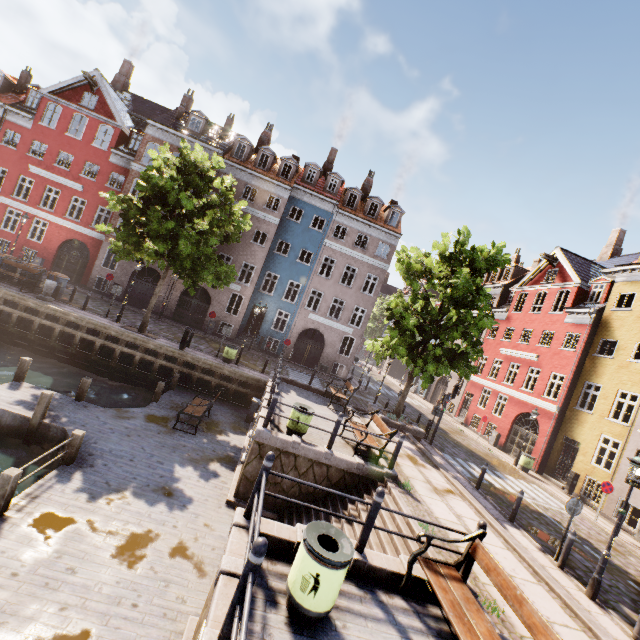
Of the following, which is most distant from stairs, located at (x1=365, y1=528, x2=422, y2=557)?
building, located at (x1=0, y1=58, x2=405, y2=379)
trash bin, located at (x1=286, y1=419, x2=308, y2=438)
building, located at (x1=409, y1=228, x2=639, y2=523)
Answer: building, located at (x1=0, y1=58, x2=405, y2=379)

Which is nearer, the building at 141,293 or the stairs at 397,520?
the stairs at 397,520

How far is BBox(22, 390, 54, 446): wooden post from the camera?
9.4 meters

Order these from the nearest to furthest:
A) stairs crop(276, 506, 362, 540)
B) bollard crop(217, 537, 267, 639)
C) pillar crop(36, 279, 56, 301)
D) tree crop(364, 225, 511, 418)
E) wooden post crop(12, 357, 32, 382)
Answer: bollard crop(217, 537, 267, 639), stairs crop(276, 506, 362, 540), wooden post crop(12, 357, 32, 382), tree crop(364, 225, 511, 418), pillar crop(36, 279, 56, 301)

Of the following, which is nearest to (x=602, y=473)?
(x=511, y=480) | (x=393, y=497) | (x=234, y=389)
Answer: (x=511, y=480)

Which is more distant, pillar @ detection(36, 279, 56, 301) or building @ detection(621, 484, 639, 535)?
pillar @ detection(36, 279, 56, 301)

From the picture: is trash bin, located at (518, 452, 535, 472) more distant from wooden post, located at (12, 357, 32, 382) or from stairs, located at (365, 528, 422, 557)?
wooden post, located at (12, 357, 32, 382)

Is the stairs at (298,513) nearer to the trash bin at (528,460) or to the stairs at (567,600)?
the stairs at (567,600)
